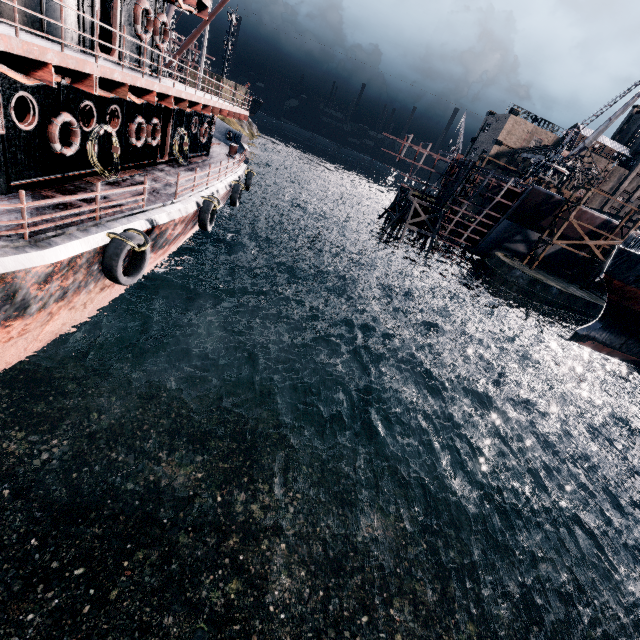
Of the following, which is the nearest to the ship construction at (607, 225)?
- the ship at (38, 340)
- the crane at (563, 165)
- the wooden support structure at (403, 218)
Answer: the wooden support structure at (403, 218)

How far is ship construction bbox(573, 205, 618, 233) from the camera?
42.2 meters

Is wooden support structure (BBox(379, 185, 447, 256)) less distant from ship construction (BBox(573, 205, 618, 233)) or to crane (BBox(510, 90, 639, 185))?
ship construction (BBox(573, 205, 618, 233))

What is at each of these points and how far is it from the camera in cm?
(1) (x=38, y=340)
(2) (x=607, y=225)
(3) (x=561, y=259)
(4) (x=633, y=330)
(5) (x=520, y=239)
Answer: (1) ship, 1044
(2) ship construction, 4297
(3) ship construction, 4781
(4) ship, 2509
(5) ship construction, 4684

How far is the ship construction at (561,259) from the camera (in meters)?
46.69

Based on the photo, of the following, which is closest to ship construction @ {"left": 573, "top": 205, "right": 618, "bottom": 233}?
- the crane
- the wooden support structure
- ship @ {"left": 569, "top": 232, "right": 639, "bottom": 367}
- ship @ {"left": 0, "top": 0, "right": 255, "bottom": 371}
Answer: the wooden support structure

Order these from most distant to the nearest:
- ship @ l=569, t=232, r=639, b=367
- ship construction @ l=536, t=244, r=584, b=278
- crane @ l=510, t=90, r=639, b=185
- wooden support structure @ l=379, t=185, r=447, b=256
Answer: ship construction @ l=536, t=244, r=584, b=278, wooden support structure @ l=379, t=185, r=447, b=256, crane @ l=510, t=90, r=639, b=185, ship @ l=569, t=232, r=639, b=367

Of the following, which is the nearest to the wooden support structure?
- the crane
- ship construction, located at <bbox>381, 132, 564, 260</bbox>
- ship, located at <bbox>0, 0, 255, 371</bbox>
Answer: ship construction, located at <bbox>381, 132, 564, 260</bbox>
